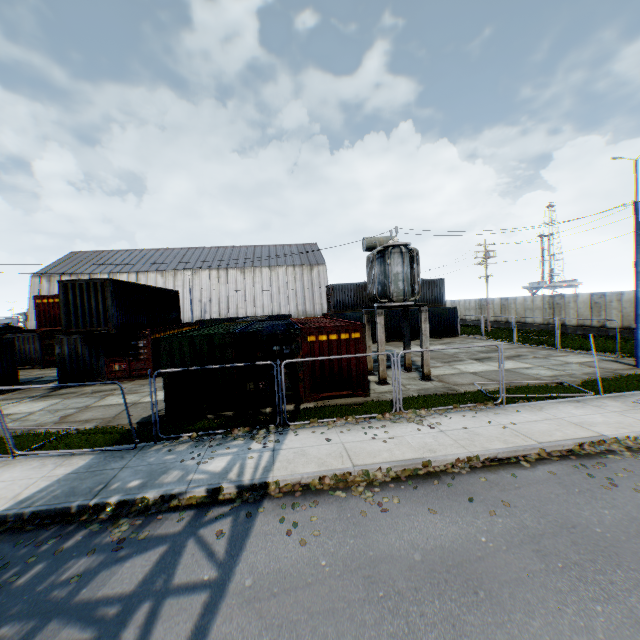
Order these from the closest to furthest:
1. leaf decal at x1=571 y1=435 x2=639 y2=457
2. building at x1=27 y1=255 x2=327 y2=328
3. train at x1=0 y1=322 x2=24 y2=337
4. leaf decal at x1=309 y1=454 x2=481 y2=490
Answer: leaf decal at x1=309 y1=454 x2=481 y2=490, leaf decal at x1=571 y1=435 x2=639 y2=457, train at x1=0 y1=322 x2=24 y2=337, building at x1=27 y1=255 x2=327 y2=328

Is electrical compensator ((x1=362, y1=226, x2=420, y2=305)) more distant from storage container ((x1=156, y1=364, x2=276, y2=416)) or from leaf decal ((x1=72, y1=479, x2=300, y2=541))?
leaf decal ((x1=72, y1=479, x2=300, y2=541))

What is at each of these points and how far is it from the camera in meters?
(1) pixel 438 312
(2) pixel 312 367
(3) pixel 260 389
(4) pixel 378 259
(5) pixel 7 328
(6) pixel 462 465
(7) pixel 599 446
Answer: (1) storage container, 31.0 m
(2) storage container, 12.7 m
(3) storage container, 12.4 m
(4) electrical compensator, 16.3 m
(5) train, 29.5 m
(6) leaf decal, 7.6 m
(7) leaf decal, 8.1 m

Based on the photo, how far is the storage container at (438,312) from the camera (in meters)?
30.94

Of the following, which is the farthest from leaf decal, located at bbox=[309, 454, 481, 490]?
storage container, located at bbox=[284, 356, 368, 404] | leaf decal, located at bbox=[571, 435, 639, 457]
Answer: storage container, located at bbox=[284, 356, 368, 404]

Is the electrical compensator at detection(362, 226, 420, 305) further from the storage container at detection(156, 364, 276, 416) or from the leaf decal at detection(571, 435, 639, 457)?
the leaf decal at detection(571, 435, 639, 457)

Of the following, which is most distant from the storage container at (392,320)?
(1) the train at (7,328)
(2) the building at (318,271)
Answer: (1) the train at (7,328)

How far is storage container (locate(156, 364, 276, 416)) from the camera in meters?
12.0 m
